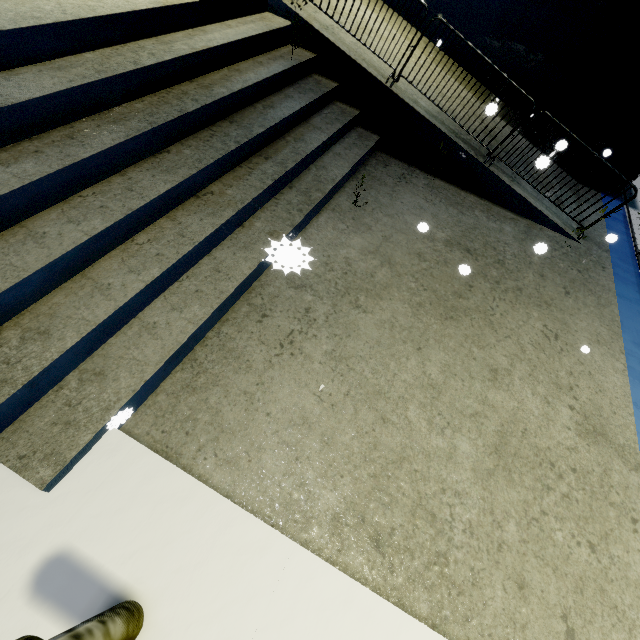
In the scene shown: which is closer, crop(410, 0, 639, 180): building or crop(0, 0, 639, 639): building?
crop(0, 0, 639, 639): building

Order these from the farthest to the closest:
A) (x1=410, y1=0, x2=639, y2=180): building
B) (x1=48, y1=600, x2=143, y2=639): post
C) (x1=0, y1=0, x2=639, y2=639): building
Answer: (x1=410, y1=0, x2=639, y2=180): building, (x1=0, y1=0, x2=639, y2=639): building, (x1=48, y1=600, x2=143, y2=639): post

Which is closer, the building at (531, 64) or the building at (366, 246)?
the building at (366, 246)

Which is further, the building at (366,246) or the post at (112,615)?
the building at (366,246)

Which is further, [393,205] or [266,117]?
[393,205]

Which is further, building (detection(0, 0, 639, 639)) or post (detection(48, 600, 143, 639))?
building (detection(0, 0, 639, 639))
